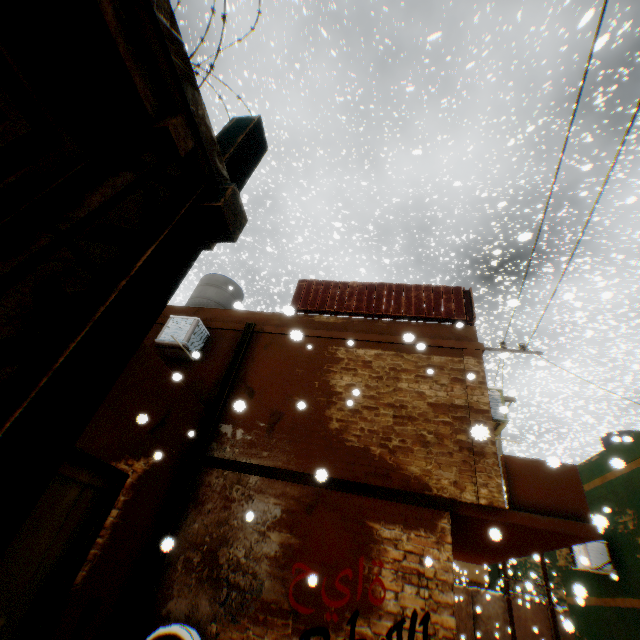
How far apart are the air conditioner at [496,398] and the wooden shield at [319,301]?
0.6 meters

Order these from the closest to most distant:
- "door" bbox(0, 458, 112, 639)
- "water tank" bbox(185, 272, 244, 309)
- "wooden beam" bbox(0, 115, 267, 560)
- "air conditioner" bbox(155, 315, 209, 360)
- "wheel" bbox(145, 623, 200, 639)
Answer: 1. "wooden beam" bbox(0, 115, 267, 560)
2. "door" bbox(0, 458, 112, 639)
3. "wheel" bbox(145, 623, 200, 639)
4. "air conditioner" bbox(155, 315, 209, 360)
5. "water tank" bbox(185, 272, 244, 309)

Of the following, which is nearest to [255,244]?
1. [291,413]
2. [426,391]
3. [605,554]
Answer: [291,413]

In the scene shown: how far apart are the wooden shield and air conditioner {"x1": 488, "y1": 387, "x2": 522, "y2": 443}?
0.61m

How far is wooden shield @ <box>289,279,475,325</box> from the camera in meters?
8.1 m

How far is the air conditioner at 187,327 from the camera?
7.61m

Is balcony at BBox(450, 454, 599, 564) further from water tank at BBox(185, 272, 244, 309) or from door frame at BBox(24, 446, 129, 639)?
water tank at BBox(185, 272, 244, 309)

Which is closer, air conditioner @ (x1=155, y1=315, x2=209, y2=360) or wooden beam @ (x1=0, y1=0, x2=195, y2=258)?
wooden beam @ (x1=0, y1=0, x2=195, y2=258)
